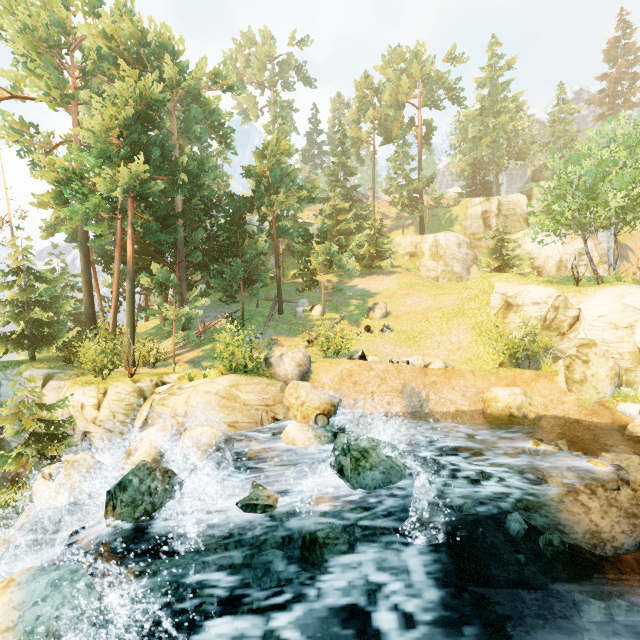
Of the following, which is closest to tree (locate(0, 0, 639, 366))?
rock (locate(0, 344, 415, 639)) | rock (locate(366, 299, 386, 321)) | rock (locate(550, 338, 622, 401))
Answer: rock (locate(366, 299, 386, 321))

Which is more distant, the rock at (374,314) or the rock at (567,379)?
the rock at (374,314)

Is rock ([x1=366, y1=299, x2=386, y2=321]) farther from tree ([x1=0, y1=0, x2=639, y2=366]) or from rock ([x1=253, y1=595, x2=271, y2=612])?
rock ([x1=253, y1=595, x2=271, y2=612])

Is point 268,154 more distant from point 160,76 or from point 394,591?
point 394,591

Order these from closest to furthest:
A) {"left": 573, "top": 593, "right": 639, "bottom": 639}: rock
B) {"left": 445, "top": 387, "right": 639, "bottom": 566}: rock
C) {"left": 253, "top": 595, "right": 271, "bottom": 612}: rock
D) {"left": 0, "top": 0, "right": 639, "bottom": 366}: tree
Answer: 1. {"left": 573, "top": 593, "right": 639, "bottom": 639}: rock
2. {"left": 253, "top": 595, "right": 271, "bottom": 612}: rock
3. {"left": 445, "top": 387, "right": 639, "bottom": 566}: rock
4. {"left": 0, "top": 0, "right": 639, "bottom": 366}: tree

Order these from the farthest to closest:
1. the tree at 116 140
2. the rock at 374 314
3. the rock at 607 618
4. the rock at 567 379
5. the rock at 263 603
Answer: the rock at 374 314
the tree at 116 140
the rock at 567 379
the rock at 263 603
the rock at 607 618

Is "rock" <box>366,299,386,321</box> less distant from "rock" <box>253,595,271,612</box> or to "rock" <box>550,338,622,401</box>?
"rock" <box>253,595,271,612</box>

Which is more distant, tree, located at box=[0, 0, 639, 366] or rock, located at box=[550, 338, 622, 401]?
tree, located at box=[0, 0, 639, 366]
